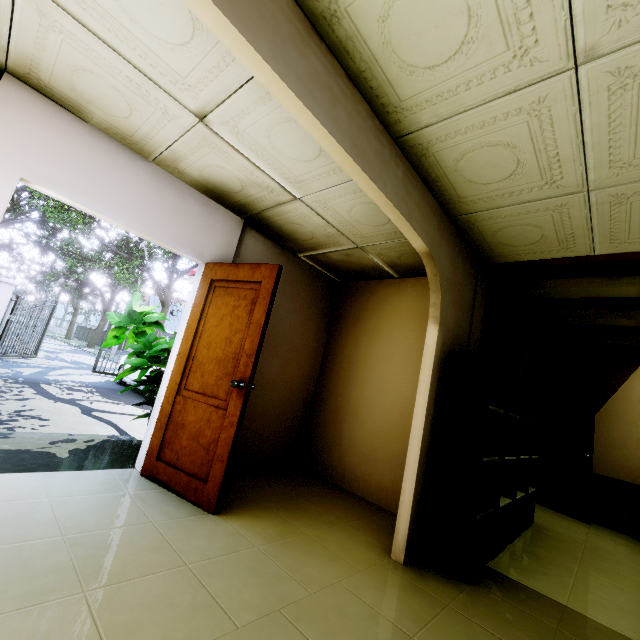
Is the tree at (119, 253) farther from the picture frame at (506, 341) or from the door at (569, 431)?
the door at (569, 431)

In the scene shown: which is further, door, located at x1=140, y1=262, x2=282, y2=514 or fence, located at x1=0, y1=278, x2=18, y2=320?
fence, located at x1=0, y1=278, x2=18, y2=320

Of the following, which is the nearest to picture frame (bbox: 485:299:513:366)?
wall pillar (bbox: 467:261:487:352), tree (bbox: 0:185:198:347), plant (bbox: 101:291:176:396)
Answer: wall pillar (bbox: 467:261:487:352)

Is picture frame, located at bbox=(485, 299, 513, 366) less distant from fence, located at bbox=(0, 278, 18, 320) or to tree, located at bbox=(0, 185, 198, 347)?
tree, located at bbox=(0, 185, 198, 347)

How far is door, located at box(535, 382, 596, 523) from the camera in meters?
5.1 m

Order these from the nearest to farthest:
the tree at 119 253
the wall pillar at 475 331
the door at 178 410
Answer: the door at 178 410 < the wall pillar at 475 331 < the tree at 119 253

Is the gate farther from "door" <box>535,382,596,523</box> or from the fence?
"door" <box>535,382,596,523</box>

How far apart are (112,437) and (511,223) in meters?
5.5 m
